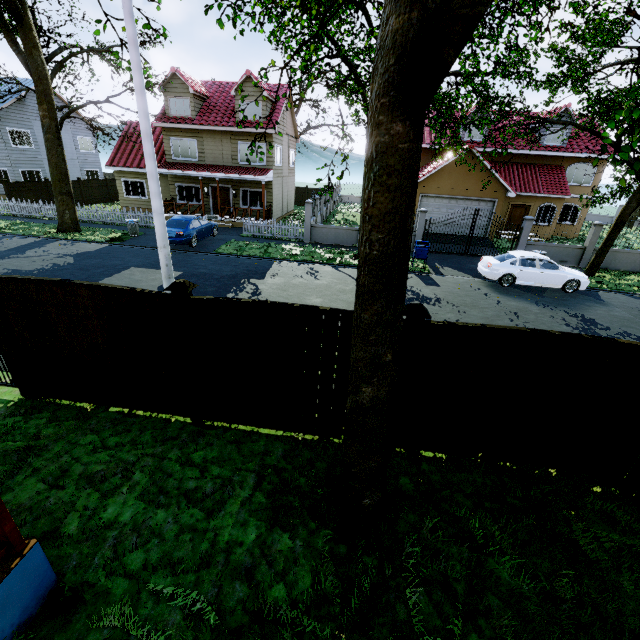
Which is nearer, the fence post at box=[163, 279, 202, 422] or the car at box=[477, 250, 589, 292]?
the fence post at box=[163, 279, 202, 422]

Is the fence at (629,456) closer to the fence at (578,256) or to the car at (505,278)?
the car at (505,278)

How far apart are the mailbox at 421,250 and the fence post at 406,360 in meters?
12.0

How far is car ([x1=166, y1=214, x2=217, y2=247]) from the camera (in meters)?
16.64

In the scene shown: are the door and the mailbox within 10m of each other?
no

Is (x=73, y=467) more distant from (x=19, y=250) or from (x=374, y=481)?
(x=19, y=250)

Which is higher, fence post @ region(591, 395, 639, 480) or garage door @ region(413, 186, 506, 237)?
garage door @ region(413, 186, 506, 237)

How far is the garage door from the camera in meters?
21.7 m
